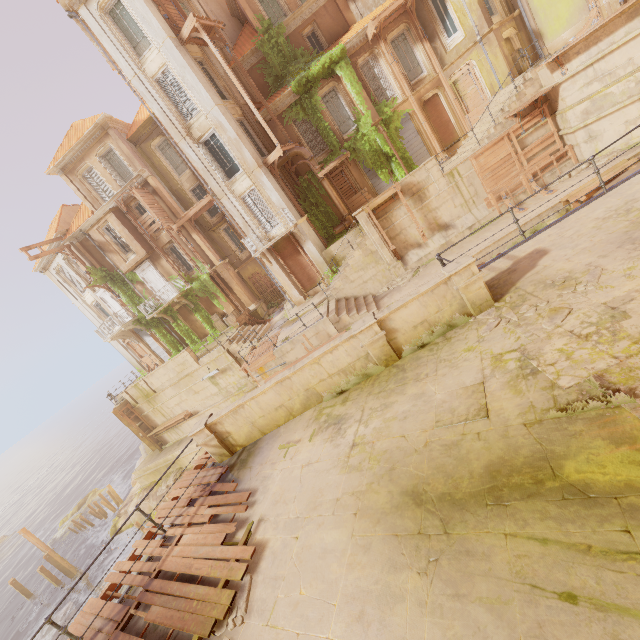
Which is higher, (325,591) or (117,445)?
(325,591)

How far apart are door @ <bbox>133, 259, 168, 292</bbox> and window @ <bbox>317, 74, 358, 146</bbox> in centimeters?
1673cm

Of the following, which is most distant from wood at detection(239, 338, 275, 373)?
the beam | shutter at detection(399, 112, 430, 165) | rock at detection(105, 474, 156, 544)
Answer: the beam

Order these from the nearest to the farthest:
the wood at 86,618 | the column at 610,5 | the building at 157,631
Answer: the building at 157,631 → the wood at 86,618 → the column at 610,5

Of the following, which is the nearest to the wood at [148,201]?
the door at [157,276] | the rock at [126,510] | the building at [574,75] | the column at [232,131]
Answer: the door at [157,276]

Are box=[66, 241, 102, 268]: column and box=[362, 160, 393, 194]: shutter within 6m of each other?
no

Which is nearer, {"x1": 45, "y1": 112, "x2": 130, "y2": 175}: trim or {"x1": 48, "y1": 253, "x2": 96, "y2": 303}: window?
{"x1": 45, "y1": 112, "x2": 130, "y2": 175}: trim

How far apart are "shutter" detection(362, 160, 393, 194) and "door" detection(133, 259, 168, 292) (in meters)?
17.37
